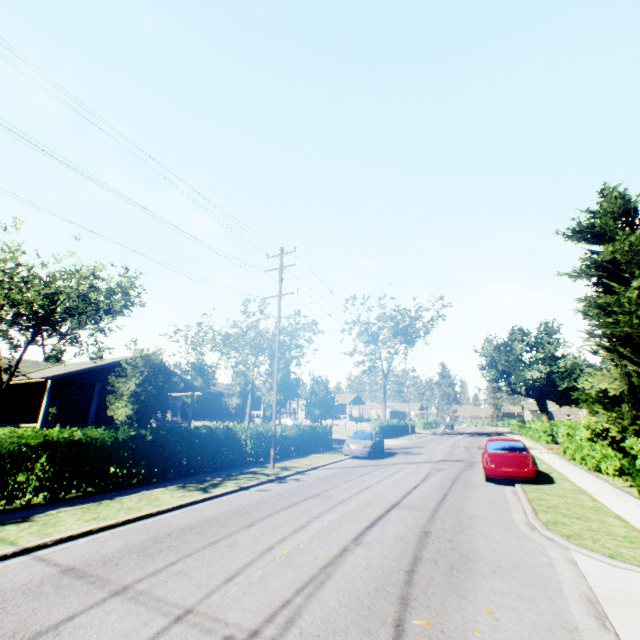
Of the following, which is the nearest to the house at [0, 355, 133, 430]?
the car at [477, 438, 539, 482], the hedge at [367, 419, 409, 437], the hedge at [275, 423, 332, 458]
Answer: the hedge at [275, 423, 332, 458]

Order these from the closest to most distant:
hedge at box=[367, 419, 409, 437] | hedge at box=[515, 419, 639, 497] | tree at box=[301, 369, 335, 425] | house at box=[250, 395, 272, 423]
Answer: hedge at box=[515, 419, 639, 497] < tree at box=[301, 369, 335, 425] < hedge at box=[367, 419, 409, 437] < house at box=[250, 395, 272, 423]

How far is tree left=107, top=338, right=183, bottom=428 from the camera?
16.5m

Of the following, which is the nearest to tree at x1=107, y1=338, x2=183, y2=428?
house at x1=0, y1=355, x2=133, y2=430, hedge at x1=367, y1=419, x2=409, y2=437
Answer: hedge at x1=367, y1=419, x2=409, y2=437

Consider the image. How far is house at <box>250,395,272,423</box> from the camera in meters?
45.8 m

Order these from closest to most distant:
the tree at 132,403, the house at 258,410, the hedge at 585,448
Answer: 1. the hedge at 585,448
2. the tree at 132,403
3. the house at 258,410

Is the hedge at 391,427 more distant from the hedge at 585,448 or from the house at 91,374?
the house at 91,374

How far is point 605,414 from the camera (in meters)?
11.54
